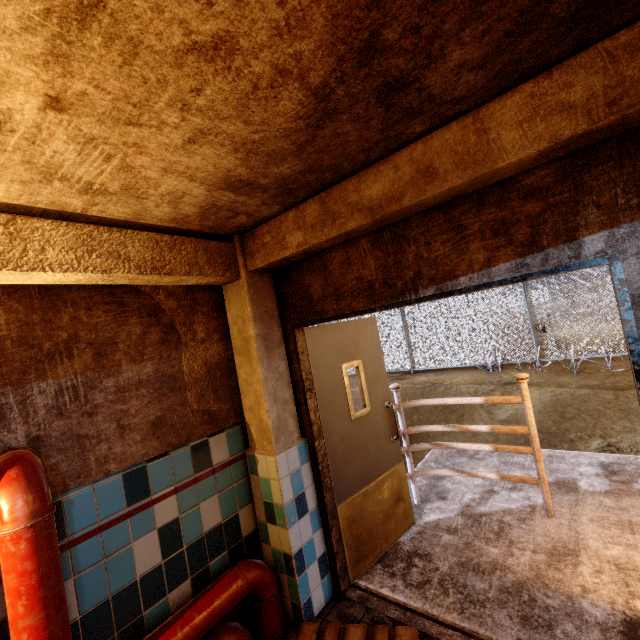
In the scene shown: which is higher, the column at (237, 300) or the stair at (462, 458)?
the column at (237, 300)

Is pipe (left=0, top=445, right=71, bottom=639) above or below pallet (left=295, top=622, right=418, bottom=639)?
above

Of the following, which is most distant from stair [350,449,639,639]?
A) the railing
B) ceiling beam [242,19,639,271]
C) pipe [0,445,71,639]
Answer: ceiling beam [242,19,639,271]

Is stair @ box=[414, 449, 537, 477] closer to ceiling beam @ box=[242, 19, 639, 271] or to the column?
the column

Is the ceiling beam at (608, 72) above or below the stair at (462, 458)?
above

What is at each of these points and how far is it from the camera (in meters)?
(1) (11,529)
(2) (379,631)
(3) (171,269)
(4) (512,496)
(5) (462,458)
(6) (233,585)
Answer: (1) pipe, 1.40
(2) pallet, 2.09
(3) ceiling beam, 2.10
(4) stair, 3.48
(5) stair, 4.56
(6) pipe, 2.12

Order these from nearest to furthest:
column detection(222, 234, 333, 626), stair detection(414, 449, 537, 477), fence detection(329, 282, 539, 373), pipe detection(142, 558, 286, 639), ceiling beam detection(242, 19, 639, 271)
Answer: ceiling beam detection(242, 19, 639, 271) < pipe detection(142, 558, 286, 639) < column detection(222, 234, 333, 626) < stair detection(414, 449, 537, 477) < fence detection(329, 282, 539, 373)

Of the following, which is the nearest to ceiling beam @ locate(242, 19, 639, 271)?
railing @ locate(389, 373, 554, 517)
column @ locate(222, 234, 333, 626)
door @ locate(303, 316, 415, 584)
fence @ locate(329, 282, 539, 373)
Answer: column @ locate(222, 234, 333, 626)
